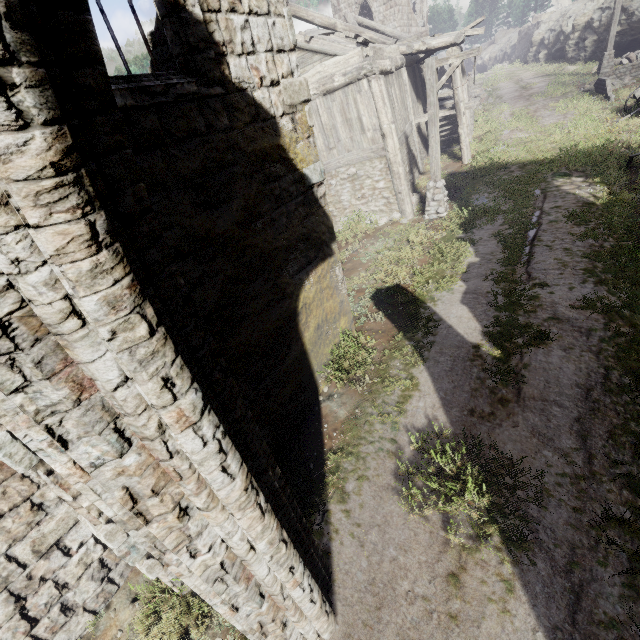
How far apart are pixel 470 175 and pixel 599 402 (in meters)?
11.96

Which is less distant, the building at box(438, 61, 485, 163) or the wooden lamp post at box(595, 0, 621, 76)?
the building at box(438, 61, 485, 163)

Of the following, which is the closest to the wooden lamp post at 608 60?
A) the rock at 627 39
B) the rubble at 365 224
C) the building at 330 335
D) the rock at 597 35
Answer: the rock at 627 39

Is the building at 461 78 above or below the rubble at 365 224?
above

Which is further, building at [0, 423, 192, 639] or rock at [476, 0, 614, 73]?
rock at [476, 0, 614, 73]

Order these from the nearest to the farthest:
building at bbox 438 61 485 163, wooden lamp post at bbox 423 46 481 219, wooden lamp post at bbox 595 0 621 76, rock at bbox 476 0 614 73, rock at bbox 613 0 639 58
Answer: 1. wooden lamp post at bbox 423 46 481 219
2. building at bbox 438 61 485 163
3. wooden lamp post at bbox 595 0 621 76
4. rock at bbox 613 0 639 58
5. rock at bbox 476 0 614 73

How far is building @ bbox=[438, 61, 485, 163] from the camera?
13.9 meters

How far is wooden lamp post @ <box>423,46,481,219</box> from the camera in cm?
940
